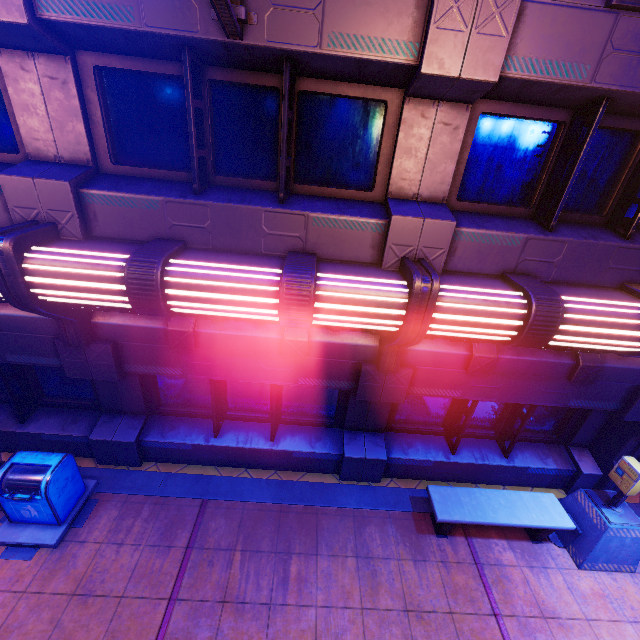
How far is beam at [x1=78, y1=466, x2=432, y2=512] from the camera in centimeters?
619cm

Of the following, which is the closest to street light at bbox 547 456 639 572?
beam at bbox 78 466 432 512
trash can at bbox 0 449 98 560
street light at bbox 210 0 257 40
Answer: beam at bbox 78 466 432 512

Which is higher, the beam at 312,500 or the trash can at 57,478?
the trash can at 57,478

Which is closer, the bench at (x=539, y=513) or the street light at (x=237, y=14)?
the street light at (x=237, y=14)

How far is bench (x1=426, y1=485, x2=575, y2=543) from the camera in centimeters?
558cm

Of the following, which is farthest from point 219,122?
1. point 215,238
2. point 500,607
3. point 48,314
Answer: point 500,607

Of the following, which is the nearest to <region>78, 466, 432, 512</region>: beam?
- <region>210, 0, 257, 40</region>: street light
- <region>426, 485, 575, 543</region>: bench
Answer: <region>426, 485, 575, 543</region>: bench

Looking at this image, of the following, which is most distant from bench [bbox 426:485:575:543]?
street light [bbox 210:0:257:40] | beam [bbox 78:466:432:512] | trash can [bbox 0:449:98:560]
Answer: street light [bbox 210:0:257:40]
